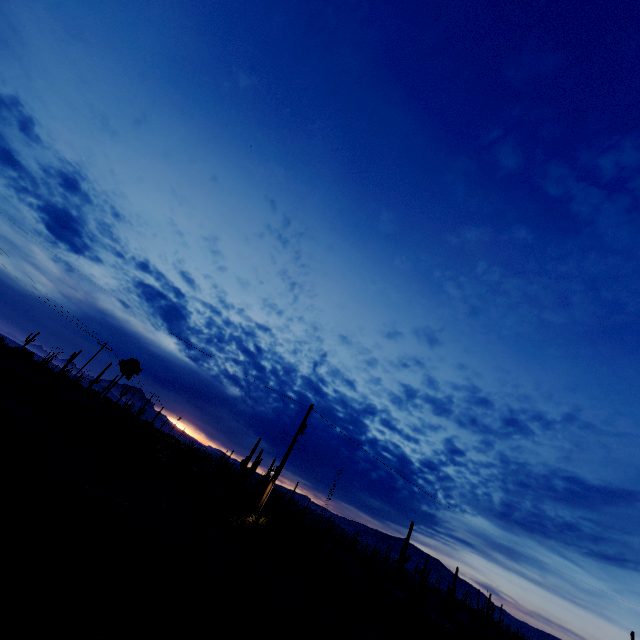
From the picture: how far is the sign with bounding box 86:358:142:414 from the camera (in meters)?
19.56

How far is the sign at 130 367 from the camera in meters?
19.6 m

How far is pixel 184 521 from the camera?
12.2 meters
